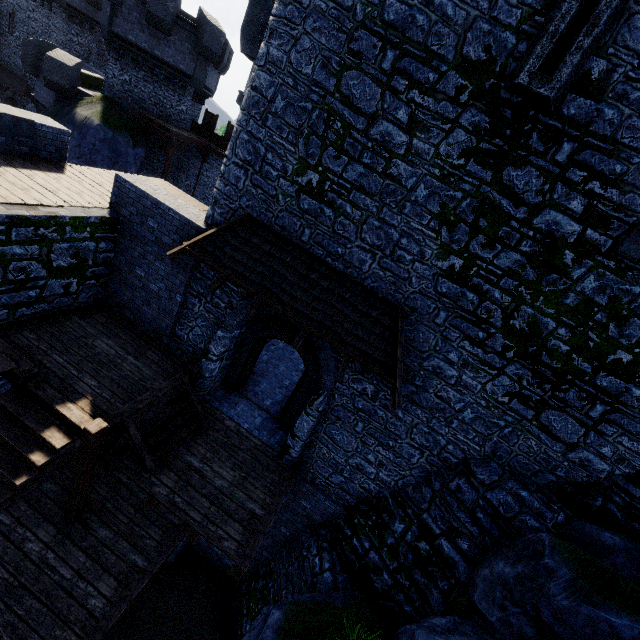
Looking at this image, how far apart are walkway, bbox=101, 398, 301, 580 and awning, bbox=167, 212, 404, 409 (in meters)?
3.64

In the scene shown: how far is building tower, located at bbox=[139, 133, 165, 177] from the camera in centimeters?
2247cm

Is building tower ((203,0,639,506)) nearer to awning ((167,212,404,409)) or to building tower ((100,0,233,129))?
awning ((167,212,404,409))

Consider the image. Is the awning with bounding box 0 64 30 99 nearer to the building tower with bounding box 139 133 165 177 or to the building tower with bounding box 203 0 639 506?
the building tower with bounding box 139 133 165 177

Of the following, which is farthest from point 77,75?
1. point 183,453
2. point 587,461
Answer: point 587,461

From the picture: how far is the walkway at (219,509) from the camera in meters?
6.9

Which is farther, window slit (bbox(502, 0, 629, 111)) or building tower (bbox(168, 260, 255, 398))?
building tower (bbox(168, 260, 255, 398))

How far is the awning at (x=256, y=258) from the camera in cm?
692
